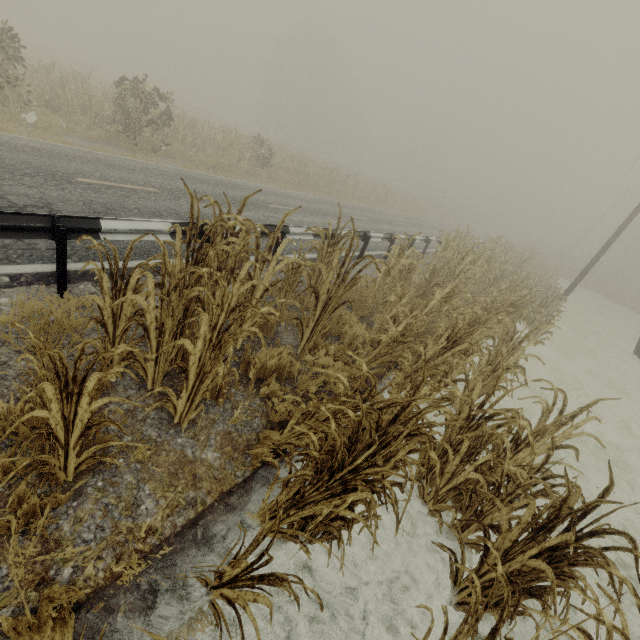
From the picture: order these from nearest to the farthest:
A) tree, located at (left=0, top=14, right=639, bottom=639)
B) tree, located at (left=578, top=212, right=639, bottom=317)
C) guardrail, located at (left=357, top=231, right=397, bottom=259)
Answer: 1. tree, located at (left=0, top=14, right=639, bottom=639)
2. guardrail, located at (left=357, top=231, right=397, bottom=259)
3. tree, located at (left=578, top=212, right=639, bottom=317)

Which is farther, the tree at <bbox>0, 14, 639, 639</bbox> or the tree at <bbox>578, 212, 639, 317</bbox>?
the tree at <bbox>578, 212, 639, 317</bbox>

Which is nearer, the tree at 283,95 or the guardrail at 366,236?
the tree at 283,95

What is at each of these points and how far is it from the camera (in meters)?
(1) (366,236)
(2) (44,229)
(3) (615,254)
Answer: (1) guardrail, 10.05
(2) guardrail, 3.74
(3) tree, 48.31

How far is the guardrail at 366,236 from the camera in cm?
1008

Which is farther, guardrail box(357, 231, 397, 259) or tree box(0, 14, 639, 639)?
guardrail box(357, 231, 397, 259)

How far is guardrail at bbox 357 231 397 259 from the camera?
10.08m
